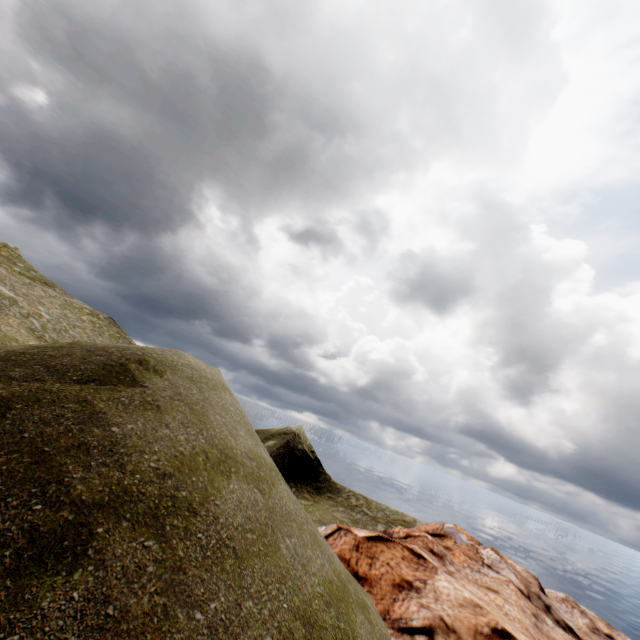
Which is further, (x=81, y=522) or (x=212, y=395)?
(x=212, y=395)
